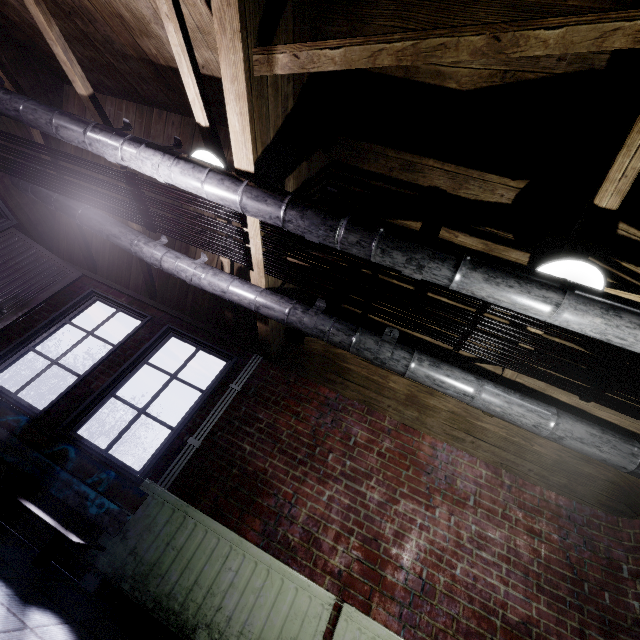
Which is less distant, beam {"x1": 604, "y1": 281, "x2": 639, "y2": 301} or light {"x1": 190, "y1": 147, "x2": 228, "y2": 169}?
beam {"x1": 604, "y1": 281, "x2": 639, "y2": 301}

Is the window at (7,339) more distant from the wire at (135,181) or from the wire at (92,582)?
the wire at (135,181)

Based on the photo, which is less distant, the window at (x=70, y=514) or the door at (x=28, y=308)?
the window at (x=70, y=514)

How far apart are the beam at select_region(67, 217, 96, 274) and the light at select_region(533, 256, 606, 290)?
4.09m

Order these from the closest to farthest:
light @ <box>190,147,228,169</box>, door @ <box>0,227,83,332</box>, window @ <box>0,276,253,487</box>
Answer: light @ <box>190,147,228,169</box>
window @ <box>0,276,253,487</box>
door @ <box>0,227,83,332</box>

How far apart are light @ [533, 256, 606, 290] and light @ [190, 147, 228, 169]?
2.0 meters

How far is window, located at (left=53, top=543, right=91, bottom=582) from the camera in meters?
2.1 m

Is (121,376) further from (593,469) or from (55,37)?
(593,469)
